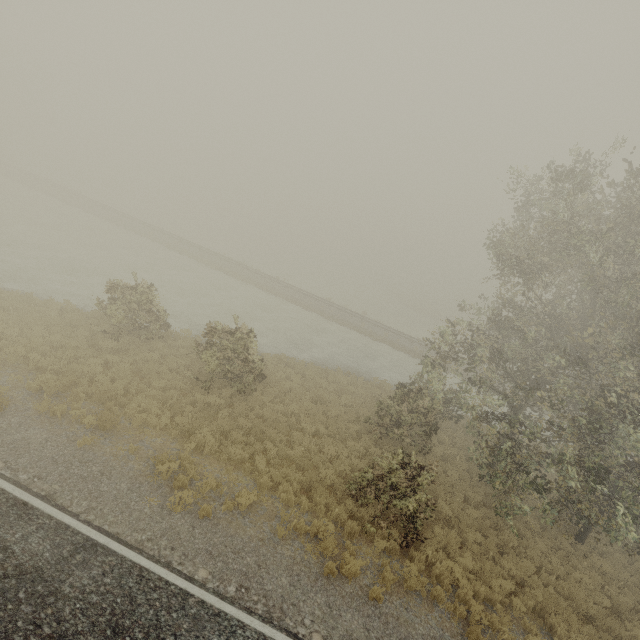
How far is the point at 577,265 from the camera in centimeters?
1762cm
